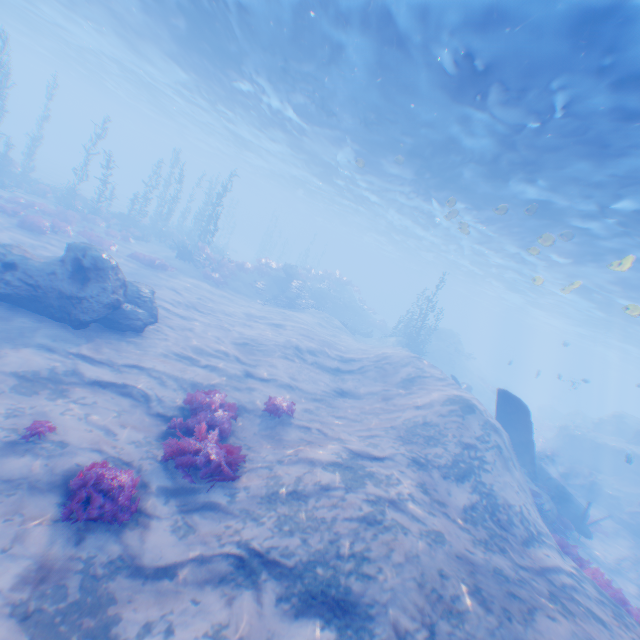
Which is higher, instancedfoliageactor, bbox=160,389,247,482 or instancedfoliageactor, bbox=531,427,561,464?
instancedfoliageactor, bbox=160,389,247,482

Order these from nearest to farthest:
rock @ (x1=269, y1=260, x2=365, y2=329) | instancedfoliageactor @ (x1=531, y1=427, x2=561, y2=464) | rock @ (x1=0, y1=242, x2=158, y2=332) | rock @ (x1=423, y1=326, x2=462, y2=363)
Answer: rock @ (x1=0, y1=242, x2=158, y2=332) → instancedfoliageactor @ (x1=531, y1=427, x2=561, y2=464) → rock @ (x1=269, y1=260, x2=365, y2=329) → rock @ (x1=423, y1=326, x2=462, y2=363)

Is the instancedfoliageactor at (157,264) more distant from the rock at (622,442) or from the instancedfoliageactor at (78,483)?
the instancedfoliageactor at (78,483)

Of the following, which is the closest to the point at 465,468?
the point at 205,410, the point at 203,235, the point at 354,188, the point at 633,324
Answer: the point at 205,410

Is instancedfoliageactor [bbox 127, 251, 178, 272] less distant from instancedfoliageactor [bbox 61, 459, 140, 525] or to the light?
the light

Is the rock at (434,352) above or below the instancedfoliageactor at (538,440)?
above

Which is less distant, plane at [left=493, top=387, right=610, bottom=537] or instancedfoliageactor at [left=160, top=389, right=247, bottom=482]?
instancedfoliageactor at [left=160, top=389, right=247, bottom=482]

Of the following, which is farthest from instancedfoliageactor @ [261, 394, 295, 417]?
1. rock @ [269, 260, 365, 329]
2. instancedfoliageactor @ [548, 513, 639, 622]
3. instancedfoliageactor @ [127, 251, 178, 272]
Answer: rock @ [269, 260, 365, 329]
